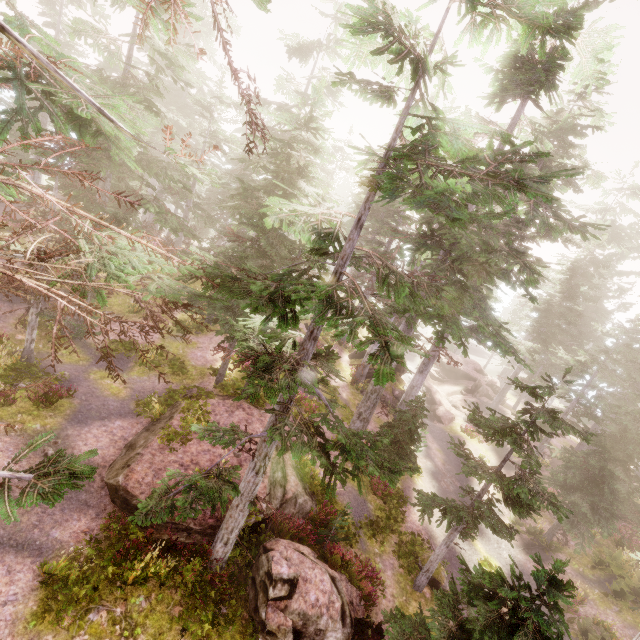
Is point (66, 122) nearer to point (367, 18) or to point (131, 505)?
point (367, 18)

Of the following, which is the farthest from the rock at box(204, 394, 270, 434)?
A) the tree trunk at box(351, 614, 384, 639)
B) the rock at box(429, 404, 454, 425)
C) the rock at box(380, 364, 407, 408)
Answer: the rock at box(429, 404, 454, 425)

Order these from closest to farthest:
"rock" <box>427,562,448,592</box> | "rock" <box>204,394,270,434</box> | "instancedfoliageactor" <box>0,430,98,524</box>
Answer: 1. "instancedfoliageactor" <box>0,430,98,524</box>
2. "rock" <box>427,562,448,592</box>
3. "rock" <box>204,394,270,434</box>

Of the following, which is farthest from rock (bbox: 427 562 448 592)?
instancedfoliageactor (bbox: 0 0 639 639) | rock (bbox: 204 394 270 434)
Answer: rock (bbox: 204 394 270 434)

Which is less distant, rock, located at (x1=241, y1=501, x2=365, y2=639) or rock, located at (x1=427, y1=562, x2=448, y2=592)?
rock, located at (x1=241, y1=501, x2=365, y2=639)

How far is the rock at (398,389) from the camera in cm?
2756

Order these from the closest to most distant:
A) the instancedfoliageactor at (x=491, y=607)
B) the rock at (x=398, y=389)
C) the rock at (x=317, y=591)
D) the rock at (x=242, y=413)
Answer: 1. the instancedfoliageactor at (x=491, y=607)
2. the rock at (x=317, y=591)
3. the rock at (x=242, y=413)
4. the rock at (x=398, y=389)
